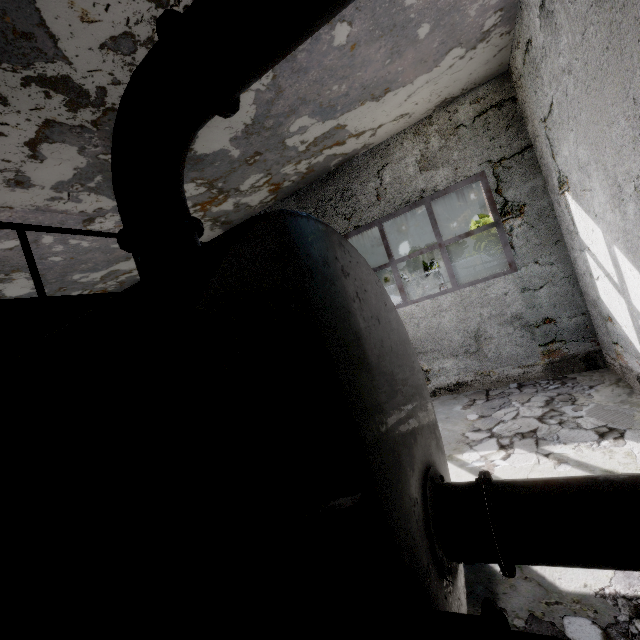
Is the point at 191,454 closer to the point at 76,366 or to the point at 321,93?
the point at 76,366

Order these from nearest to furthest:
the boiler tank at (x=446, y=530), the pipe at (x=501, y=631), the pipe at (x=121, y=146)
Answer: the boiler tank at (x=446, y=530) → the pipe at (x=501, y=631) → the pipe at (x=121, y=146)

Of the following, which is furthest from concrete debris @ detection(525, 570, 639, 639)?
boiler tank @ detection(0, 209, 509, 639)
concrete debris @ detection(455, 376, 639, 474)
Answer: concrete debris @ detection(455, 376, 639, 474)

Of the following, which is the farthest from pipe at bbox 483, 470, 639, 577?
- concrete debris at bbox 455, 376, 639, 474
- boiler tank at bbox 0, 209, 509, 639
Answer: concrete debris at bbox 455, 376, 639, 474

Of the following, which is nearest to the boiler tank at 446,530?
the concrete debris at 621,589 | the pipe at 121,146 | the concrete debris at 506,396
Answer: the concrete debris at 621,589

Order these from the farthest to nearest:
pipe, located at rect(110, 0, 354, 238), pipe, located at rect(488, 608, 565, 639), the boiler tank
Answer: pipe, located at rect(110, 0, 354, 238) < pipe, located at rect(488, 608, 565, 639) < the boiler tank
